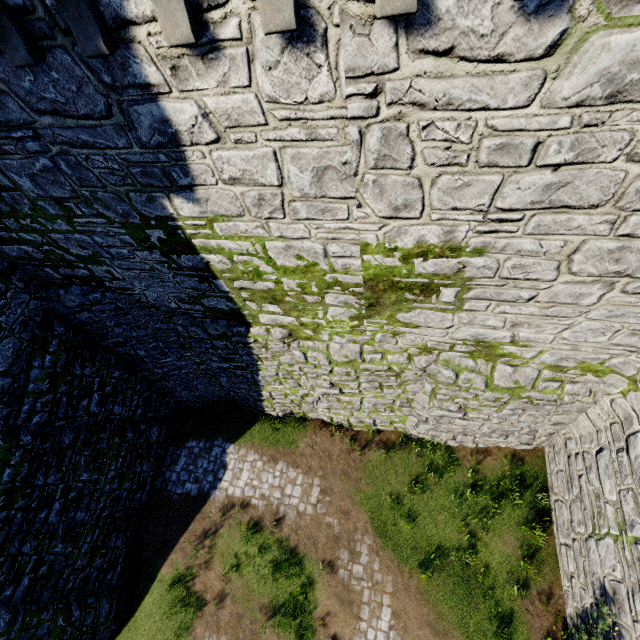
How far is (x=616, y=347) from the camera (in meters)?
6.36
